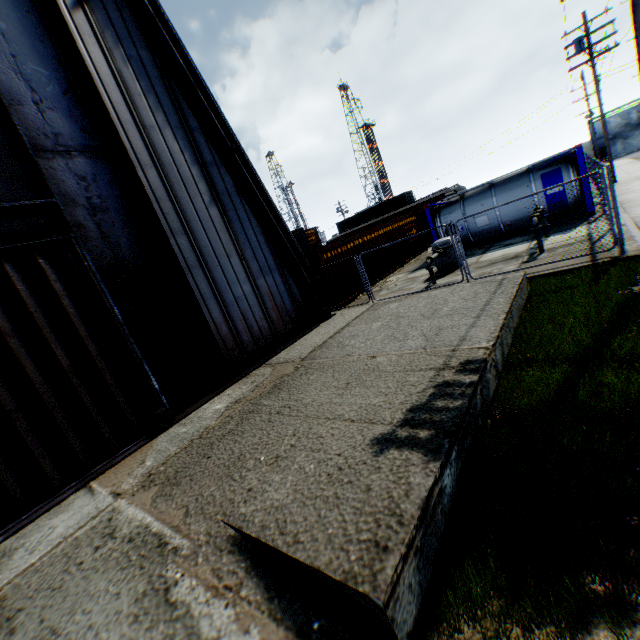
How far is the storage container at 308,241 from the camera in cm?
1464

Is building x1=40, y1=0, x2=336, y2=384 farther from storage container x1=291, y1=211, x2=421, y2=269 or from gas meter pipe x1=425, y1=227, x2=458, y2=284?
gas meter pipe x1=425, y1=227, x2=458, y2=284

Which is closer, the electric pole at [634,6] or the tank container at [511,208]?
the electric pole at [634,6]

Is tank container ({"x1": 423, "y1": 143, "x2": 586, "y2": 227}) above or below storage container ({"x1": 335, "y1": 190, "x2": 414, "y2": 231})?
below

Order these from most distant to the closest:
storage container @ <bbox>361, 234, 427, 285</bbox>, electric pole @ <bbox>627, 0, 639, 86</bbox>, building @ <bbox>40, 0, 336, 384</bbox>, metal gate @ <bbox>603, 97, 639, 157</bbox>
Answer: metal gate @ <bbox>603, 97, 639, 157</bbox>, storage container @ <bbox>361, 234, 427, 285</bbox>, building @ <bbox>40, 0, 336, 384</bbox>, electric pole @ <bbox>627, 0, 639, 86</bbox>

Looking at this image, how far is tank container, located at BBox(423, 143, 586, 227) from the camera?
13.9m

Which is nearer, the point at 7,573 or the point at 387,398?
the point at 7,573

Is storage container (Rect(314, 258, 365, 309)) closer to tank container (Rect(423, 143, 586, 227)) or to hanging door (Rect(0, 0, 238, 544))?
tank container (Rect(423, 143, 586, 227))
